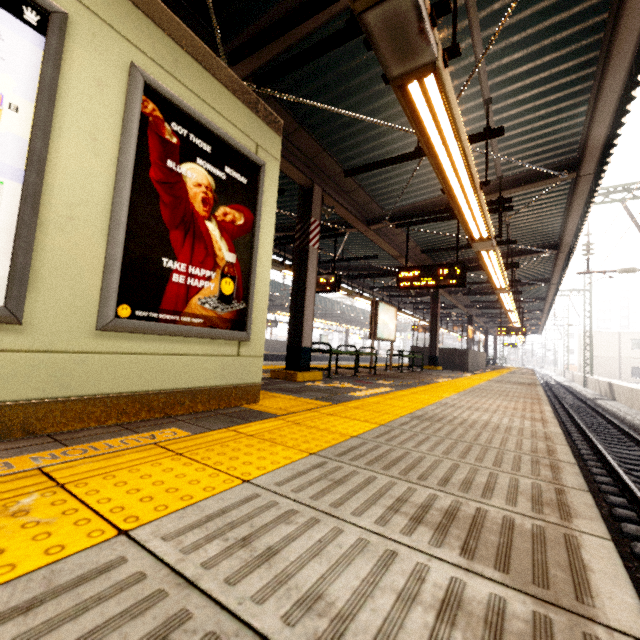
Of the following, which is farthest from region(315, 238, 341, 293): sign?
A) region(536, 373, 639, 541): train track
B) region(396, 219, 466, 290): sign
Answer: region(536, 373, 639, 541): train track

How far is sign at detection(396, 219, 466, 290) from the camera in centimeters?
700cm

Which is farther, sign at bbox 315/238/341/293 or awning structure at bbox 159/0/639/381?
sign at bbox 315/238/341/293

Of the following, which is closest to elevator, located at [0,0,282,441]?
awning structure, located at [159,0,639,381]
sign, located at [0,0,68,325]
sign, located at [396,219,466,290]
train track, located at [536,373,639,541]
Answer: sign, located at [0,0,68,325]

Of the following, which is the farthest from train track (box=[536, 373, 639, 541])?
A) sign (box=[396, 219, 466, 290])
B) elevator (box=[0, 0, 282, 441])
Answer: sign (box=[396, 219, 466, 290])

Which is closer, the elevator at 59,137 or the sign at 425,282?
the elevator at 59,137

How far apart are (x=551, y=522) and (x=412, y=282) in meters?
6.7

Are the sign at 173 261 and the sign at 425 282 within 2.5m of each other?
no
